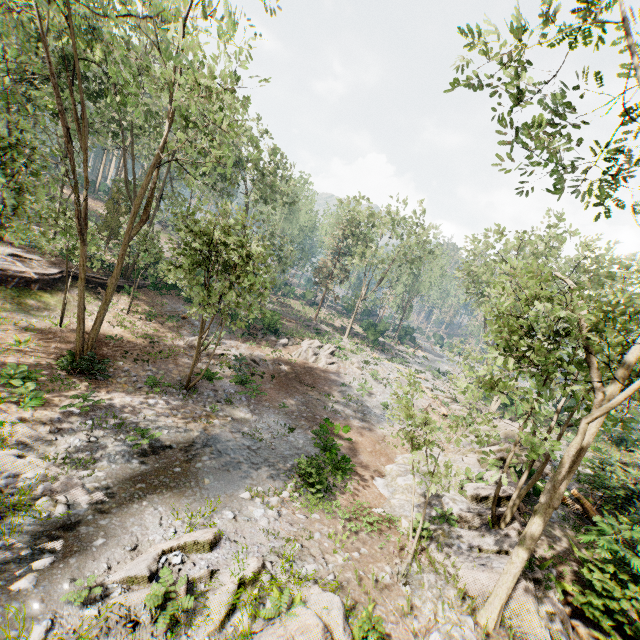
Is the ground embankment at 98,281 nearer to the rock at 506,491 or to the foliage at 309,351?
the foliage at 309,351

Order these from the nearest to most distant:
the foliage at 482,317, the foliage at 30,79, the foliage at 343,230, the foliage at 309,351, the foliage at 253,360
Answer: the foliage at 482,317
the foliage at 30,79
the foliage at 253,360
the foliage at 309,351
the foliage at 343,230

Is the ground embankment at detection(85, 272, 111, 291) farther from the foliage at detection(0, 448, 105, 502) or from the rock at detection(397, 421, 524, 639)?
the rock at detection(397, 421, 524, 639)

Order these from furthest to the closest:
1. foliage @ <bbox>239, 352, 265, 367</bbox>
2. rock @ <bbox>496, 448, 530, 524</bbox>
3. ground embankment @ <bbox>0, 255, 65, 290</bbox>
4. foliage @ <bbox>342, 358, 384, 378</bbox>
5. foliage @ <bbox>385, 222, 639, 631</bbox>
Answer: foliage @ <bbox>342, 358, 384, 378</bbox> → foliage @ <bbox>239, 352, 265, 367</bbox> → ground embankment @ <bbox>0, 255, 65, 290</bbox> → rock @ <bbox>496, 448, 530, 524</bbox> → foliage @ <bbox>385, 222, 639, 631</bbox>

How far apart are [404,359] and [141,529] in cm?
4093

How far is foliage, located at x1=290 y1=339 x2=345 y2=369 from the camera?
28.98m

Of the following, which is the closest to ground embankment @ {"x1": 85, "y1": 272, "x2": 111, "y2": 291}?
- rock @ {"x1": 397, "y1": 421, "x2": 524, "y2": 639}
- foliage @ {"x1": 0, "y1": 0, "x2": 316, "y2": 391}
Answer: foliage @ {"x1": 0, "y1": 0, "x2": 316, "y2": 391}

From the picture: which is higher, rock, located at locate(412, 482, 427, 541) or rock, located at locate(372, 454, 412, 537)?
rock, located at locate(412, 482, 427, 541)
